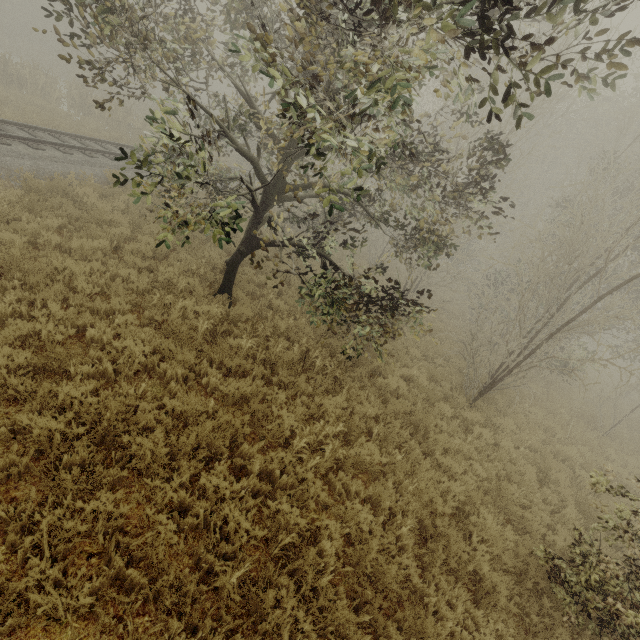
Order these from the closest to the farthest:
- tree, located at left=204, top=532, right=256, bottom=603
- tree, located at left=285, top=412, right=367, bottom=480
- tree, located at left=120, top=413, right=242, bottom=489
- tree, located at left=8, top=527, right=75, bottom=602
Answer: tree, located at left=8, top=527, right=75, bottom=602 → tree, located at left=204, top=532, right=256, bottom=603 → tree, located at left=120, top=413, right=242, bottom=489 → tree, located at left=285, top=412, right=367, bottom=480

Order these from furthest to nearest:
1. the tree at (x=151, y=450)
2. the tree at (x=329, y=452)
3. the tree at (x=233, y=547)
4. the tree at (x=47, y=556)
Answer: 1. the tree at (x=329, y=452)
2. the tree at (x=151, y=450)
3. the tree at (x=233, y=547)
4. the tree at (x=47, y=556)

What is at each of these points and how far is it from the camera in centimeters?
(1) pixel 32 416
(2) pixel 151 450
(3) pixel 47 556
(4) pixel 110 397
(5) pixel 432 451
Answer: (1) tree, 395cm
(2) tree, 439cm
(3) tree, 297cm
(4) tree, 481cm
(5) tree, 735cm

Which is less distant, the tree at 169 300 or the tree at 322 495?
the tree at 322 495

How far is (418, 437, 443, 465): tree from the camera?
6.88m

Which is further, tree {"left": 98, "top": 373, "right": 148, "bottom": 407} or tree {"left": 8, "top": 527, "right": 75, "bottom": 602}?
tree {"left": 98, "top": 373, "right": 148, "bottom": 407}

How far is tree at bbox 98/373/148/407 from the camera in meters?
4.7
